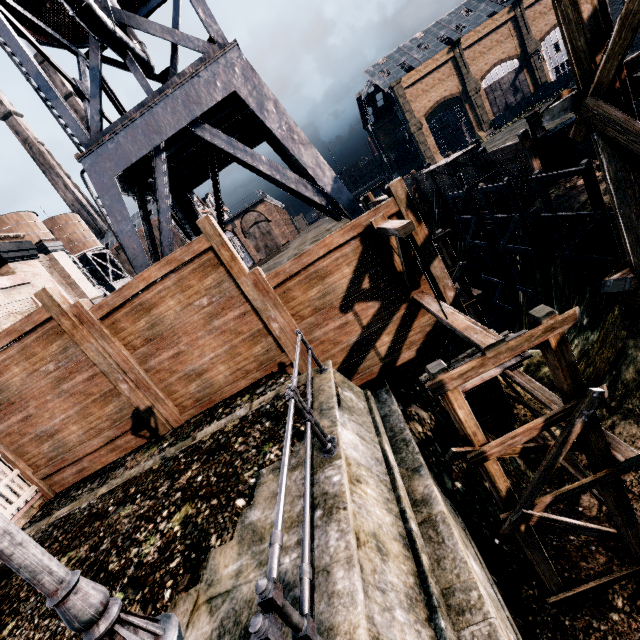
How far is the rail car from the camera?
51.62m

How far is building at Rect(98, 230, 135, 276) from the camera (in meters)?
54.72

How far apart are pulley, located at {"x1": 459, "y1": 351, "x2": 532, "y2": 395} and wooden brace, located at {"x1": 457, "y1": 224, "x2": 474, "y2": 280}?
24.5 meters

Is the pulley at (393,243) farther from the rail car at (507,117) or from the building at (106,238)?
the rail car at (507,117)

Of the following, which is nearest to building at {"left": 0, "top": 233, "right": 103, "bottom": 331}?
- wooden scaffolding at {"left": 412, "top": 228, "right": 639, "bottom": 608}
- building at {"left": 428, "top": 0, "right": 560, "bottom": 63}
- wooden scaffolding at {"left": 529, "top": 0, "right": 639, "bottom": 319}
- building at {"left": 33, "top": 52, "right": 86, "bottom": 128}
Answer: wooden scaffolding at {"left": 412, "top": 228, "right": 639, "bottom": 608}

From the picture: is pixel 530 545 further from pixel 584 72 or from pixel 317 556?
pixel 584 72

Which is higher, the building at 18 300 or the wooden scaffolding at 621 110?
the building at 18 300

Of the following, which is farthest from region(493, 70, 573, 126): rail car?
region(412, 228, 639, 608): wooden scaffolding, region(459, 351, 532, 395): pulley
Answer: region(459, 351, 532, 395): pulley
